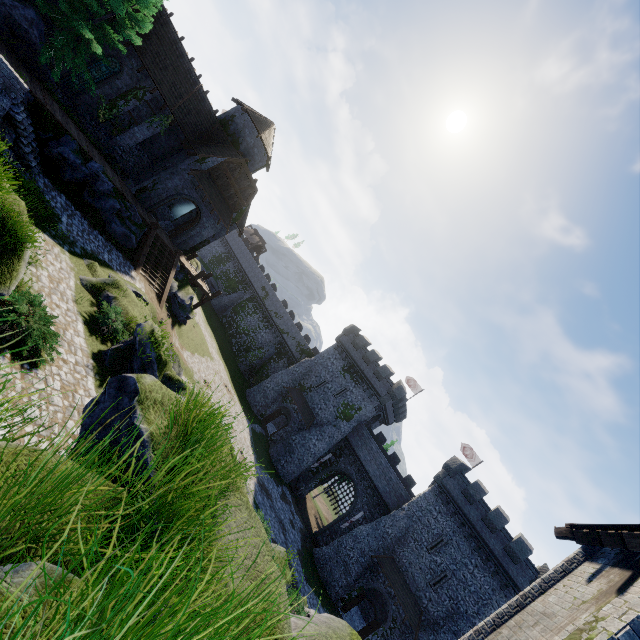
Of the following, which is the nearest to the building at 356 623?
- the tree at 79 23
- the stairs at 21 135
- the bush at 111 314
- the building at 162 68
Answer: the building at 162 68

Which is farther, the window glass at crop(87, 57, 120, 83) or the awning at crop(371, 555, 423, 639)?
the awning at crop(371, 555, 423, 639)

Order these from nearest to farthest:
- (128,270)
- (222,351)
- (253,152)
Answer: (128,270) → (253,152) → (222,351)

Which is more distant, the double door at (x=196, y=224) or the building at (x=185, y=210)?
the building at (x=185, y=210)

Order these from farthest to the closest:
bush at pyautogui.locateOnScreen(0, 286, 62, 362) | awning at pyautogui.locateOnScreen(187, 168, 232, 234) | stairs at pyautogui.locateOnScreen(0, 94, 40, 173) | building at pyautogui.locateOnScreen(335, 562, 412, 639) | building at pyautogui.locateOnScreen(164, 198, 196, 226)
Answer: building at pyautogui.locateOnScreen(164, 198, 196, 226), building at pyautogui.locateOnScreen(335, 562, 412, 639), awning at pyautogui.locateOnScreen(187, 168, 232, 234), stairs at pyautogui.locateOnScreen(0, 94, 40, 173), bush at pyautogui.locateOnScreen(0, 286, 62, 362)

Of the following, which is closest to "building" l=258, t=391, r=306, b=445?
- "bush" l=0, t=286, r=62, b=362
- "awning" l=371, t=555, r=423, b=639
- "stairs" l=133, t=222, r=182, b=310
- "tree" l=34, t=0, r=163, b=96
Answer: "awning" l=371, t=555, r=423, b=639

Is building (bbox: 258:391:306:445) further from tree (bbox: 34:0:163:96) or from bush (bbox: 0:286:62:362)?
tree (bbox: 34:0:163:96)

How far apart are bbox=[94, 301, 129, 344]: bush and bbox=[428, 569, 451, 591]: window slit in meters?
32.0 m
